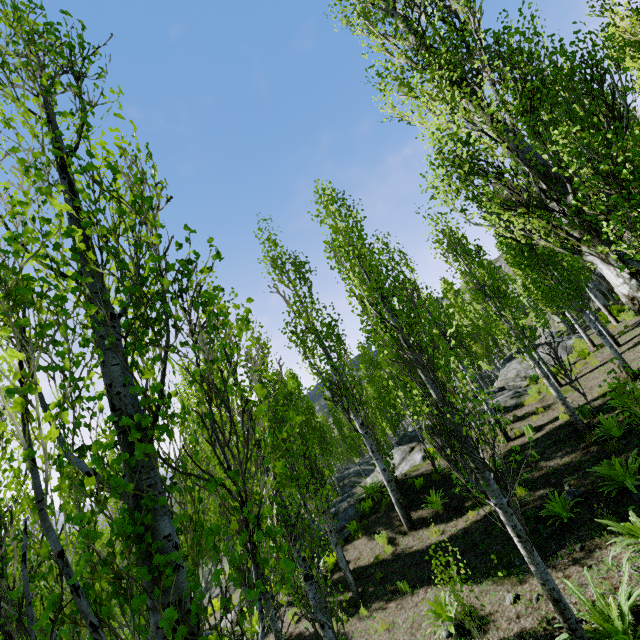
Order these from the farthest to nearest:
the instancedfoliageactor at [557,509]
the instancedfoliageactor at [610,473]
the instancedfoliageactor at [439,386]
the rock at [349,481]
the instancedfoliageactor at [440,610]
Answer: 1. the rock at [349,481]
2. the instancedfoliageactor at [557,509]
3. the instancedfoliageactor at [610,473]
4. the instancedfoliageactor at [440,610]
5. the instancedfoliageactor at [439,386]

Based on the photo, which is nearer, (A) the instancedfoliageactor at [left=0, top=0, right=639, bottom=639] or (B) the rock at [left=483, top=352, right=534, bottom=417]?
(A) the instancedfoliageactor at [left=0, top=0, right=639, bottom=639]

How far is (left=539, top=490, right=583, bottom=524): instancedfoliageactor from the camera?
7.04m

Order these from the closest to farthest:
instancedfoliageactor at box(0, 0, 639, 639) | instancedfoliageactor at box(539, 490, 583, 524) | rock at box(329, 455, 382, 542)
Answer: instancedfoliageactor at box(0, 0, 639, 639), instancedfoliageactor at box(539, 490, 583, 524), rock at box(329, 455, 382, 542)

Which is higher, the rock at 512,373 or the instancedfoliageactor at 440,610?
the rock at 512,373

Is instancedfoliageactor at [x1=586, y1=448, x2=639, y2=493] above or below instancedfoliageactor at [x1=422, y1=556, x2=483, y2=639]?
above

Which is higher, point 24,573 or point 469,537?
point 24,573
